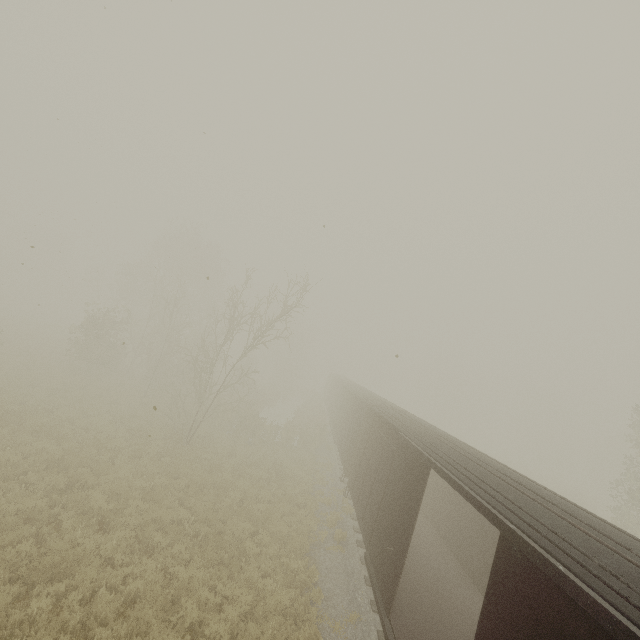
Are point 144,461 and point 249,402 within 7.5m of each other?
yes
